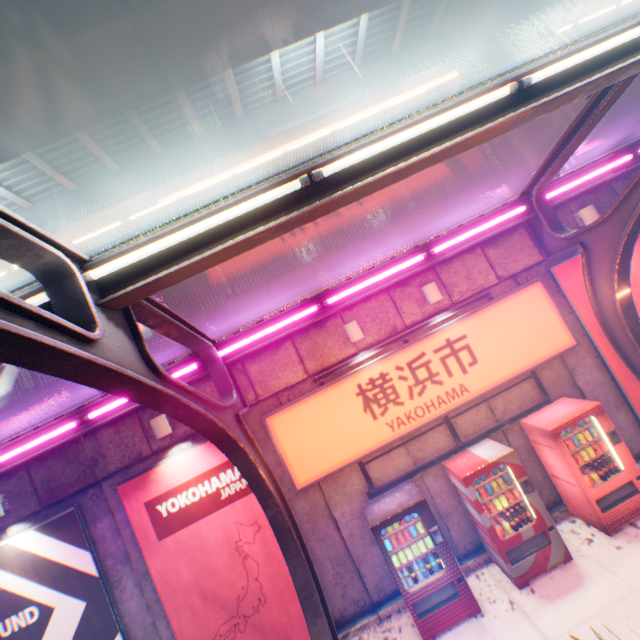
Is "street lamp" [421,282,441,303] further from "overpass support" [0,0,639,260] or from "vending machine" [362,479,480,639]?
"overpass support" [0,0,639,260]

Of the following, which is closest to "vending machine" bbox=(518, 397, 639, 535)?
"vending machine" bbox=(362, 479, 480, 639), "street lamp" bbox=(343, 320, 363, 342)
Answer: "vending machine" bbox=(362, 479, 480, 639)

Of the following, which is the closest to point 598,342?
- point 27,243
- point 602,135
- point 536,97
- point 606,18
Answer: point 602,135

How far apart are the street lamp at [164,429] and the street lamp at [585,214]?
10.1 meters

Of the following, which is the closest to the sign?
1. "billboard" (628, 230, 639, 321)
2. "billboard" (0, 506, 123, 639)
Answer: "billboard" (628, 230, 639, 321)

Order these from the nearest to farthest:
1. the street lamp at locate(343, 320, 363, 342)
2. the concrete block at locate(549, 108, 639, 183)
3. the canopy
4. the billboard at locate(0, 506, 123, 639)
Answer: the canopy
the billboard at locate(0, 506, 123, 639)
the street lamp at locate(343, 320, 363, 342)
the concrete block at locate(549, 108, 639, 183)

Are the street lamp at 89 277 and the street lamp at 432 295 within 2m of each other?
no

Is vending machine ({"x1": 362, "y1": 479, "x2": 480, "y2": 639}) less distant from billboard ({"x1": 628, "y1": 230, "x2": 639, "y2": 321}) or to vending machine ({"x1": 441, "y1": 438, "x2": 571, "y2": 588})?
vending machine ({"x1": 441, "y1": 438, "x2": 571, "y2": 588})
